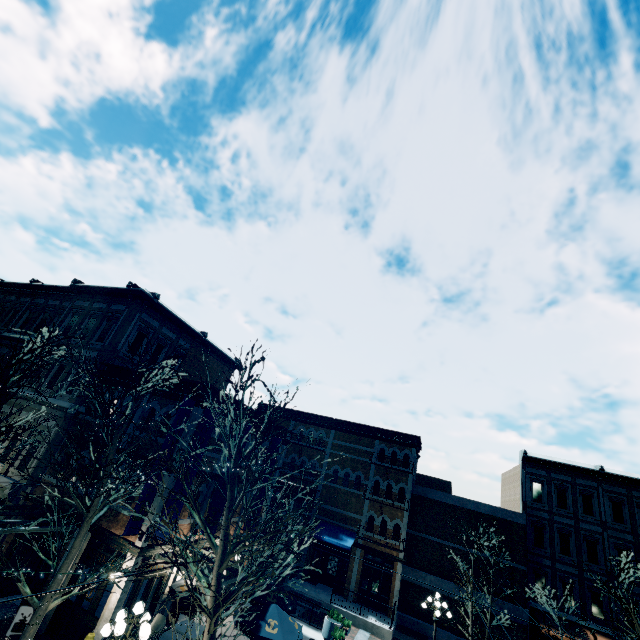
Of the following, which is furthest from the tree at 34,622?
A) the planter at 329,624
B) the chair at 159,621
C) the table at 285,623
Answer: the planter at 329,624

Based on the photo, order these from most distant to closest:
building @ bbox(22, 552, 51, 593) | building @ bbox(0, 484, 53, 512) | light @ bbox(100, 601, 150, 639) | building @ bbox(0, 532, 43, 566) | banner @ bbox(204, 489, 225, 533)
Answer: banner @ bbox(204, 489, 225, 533)
building @ bbox(0, 484, 53, 512)
building @ bbox(0, 532, 43, 566)
building @ bbox(22, 552, 51, 593)
light @ bbox(100, 601, 150, 639)

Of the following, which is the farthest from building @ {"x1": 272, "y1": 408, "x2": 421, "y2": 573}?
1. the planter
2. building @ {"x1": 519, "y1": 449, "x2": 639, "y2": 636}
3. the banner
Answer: building @ {"x1": 519, "y1": 449, "x2": 639, "y2": 636}

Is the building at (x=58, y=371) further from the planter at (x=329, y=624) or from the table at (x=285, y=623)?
the planter at (x=329, y=624)

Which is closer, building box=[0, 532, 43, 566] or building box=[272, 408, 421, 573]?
building box=[0, 532, 43, 566]

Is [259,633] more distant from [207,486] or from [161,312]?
[161,312]

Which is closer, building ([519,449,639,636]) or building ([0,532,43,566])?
building ([0,532,43,566])

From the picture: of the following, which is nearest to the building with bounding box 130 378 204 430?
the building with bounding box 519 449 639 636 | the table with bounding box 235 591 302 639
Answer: the table with bounding box 235 591 302 639
